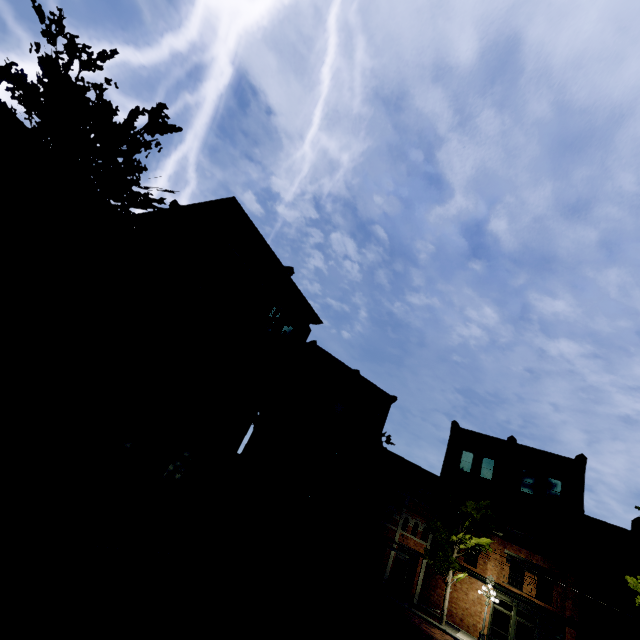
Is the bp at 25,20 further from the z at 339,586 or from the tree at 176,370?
the z at 339,586

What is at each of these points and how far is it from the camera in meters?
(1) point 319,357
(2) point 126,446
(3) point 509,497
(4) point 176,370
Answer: (1) building, 28.1 m
(2) building, 14.6 m
(3) building, 27.7 m
(4) tree, 13.3 m

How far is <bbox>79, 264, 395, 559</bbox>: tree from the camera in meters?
10.9 m

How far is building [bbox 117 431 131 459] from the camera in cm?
1438

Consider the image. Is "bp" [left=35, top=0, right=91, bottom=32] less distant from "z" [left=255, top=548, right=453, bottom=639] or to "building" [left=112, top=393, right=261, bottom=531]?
"building" [left=112, top=393, right=261, bottom=531]

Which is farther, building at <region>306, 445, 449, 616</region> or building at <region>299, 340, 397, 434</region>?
building at <region>299, 340, 397, 434</region>

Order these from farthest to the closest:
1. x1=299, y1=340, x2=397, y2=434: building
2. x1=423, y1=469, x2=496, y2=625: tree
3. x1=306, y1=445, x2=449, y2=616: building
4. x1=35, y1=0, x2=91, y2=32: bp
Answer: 1. x1=35, y1=0, x2=91, y2=32: bp
2. x1=299, y1=340, x2=397, y2=434: building
3. x1=306, y1=445, x2=449, y2=616: building
4. x1=423, y1=469, x2=496, y2=625: tree

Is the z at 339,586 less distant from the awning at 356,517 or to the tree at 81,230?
the tree at 81,230
